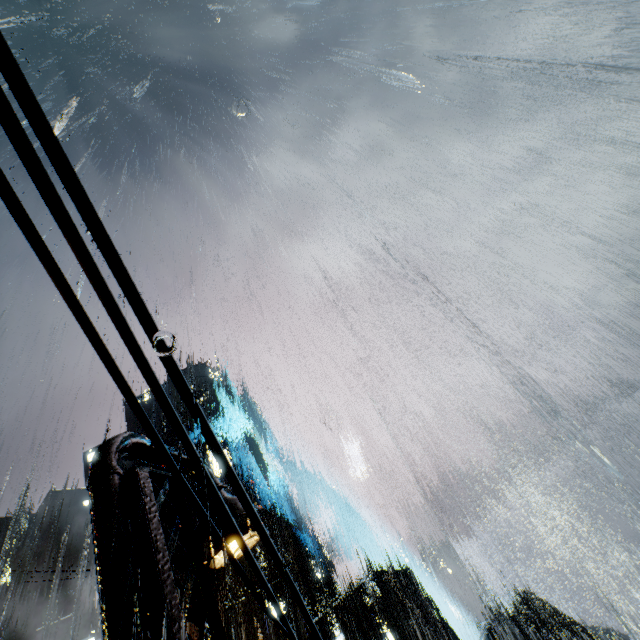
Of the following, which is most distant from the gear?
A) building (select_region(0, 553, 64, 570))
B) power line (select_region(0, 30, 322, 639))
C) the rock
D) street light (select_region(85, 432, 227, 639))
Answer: street light (select_region(85, 432, 227, 639))

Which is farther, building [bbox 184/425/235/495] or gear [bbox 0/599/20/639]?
building [bbox 184/425/235/495]

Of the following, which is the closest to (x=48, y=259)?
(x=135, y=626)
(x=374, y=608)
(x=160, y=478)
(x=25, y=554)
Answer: (x=135, y=626)

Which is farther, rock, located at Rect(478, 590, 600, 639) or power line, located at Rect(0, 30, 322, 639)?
rock, located at Rect(478, 590, 600, 639)

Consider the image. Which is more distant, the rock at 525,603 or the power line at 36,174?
the rock at 525,603

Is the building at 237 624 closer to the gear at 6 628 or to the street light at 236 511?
the street light at 236 511

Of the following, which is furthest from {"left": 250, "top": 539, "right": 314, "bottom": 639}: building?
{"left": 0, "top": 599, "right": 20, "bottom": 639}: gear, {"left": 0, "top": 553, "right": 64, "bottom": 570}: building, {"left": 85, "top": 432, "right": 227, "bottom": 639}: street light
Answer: {"left": 0, "top": 553, "right": 64, "bottom": 570}: building

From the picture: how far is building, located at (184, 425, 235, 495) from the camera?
57.8 meters
